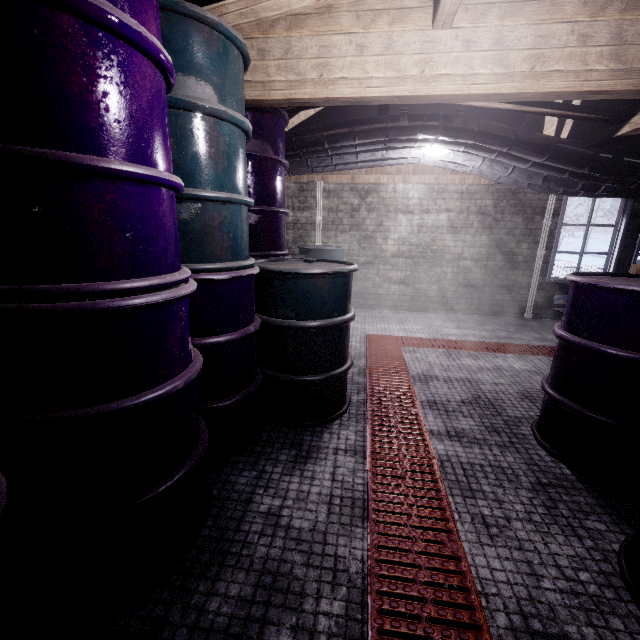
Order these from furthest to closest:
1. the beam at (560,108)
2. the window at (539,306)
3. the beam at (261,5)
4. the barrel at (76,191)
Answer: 1. the window at (539,306)
2. the beam at (560,108)
3. the beam at (261,5)
4. the barrel at (76,191)

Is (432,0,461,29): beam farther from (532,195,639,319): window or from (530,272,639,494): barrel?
(532,195,639,319): window

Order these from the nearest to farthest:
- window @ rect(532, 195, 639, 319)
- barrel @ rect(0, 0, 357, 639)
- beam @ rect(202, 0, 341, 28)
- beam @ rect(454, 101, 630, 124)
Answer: barrel @ rect(0, 0, 357, 639)
beam @ rect(202, 0, 341, 28)
beam @ rect(454, 101, 630, 124)
window @ rect(532, 195, 639, 319)

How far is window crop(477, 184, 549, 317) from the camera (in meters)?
4.73

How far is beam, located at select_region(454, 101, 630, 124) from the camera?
2.3 meters

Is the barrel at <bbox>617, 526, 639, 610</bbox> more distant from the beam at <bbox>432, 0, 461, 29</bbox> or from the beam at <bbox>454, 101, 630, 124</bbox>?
the beam at <bbox>454, 101, 630, 124</bbox>

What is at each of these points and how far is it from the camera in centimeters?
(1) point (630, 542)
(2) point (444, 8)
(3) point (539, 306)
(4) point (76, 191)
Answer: (1) barrel, 132cm
(2) beam, 154cm
(3) window, 507cm
(4) barrel, 83cm

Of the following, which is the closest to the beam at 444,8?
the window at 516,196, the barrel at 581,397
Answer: the barrel at 581,397
